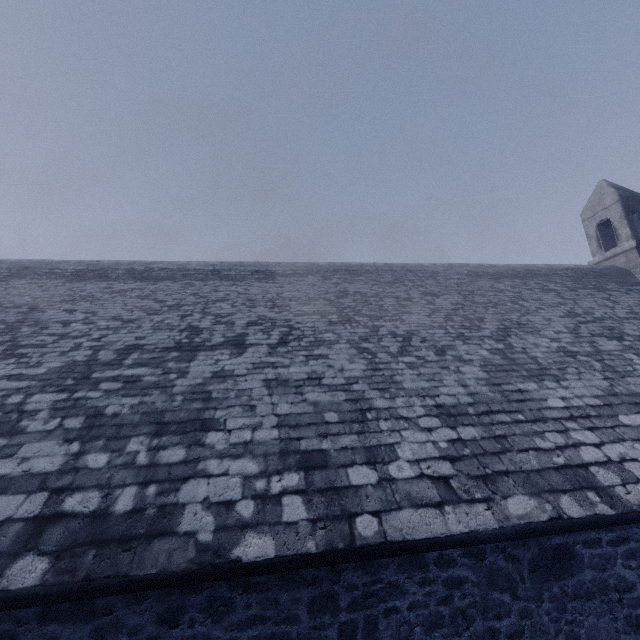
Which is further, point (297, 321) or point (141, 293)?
point (141, 293)
